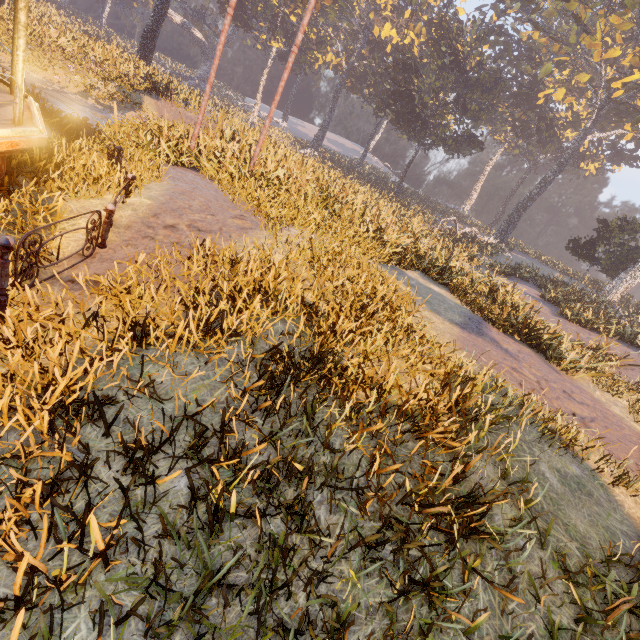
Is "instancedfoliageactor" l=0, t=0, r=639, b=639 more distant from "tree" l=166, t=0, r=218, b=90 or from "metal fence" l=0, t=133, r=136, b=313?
"tree" l=166, t=0, r=218, b=90

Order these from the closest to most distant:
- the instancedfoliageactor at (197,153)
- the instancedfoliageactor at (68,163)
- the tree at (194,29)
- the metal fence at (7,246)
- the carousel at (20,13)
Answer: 1. the instancedfoliageactor at (197,153)
2. the metal fence at (7,246)
3. the carousel at (20,13)
4. the instancedfoliageactor at (68,163)
5. the tree at (194,29)

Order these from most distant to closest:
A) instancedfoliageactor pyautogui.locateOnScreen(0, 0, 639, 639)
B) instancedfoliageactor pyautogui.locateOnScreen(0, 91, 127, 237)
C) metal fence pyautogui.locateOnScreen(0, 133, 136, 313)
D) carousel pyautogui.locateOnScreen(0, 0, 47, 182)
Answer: instancedfoliageactor pyautogui.locateOnScreen(0, 91, 127, 237)
carousel pyautogui.locateOnScreen(0, 0, 47, 182)
metal fence pyautogui.locateOnScreen(0, 133, 136, 313)
instancedfoliageactor pyautogui.locateOnScreen(0, 0, 639, 639)

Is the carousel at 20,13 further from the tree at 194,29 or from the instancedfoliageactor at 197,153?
the tree at 194,29

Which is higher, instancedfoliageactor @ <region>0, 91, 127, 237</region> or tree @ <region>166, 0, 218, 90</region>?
tree @ <region>166, 0, 218, 90</region>

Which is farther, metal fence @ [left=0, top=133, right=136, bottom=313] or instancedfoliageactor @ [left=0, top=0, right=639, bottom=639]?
metal fence @ [left=0, top=133, right=136, bottom=313]

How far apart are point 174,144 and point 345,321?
9.39m
